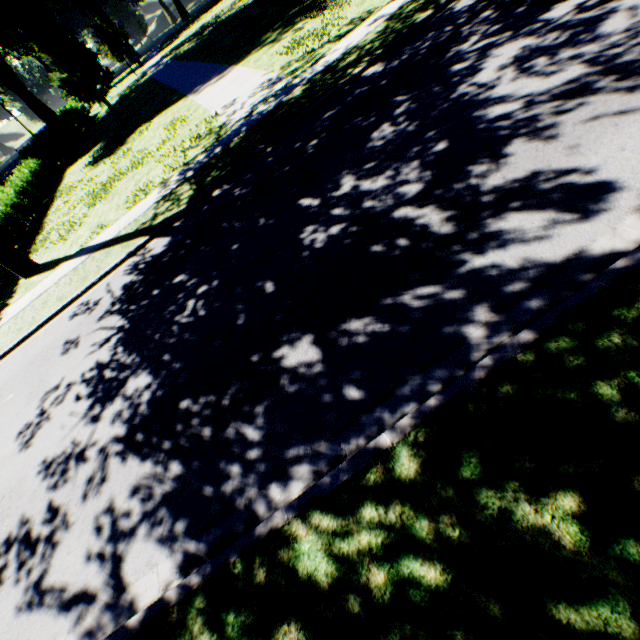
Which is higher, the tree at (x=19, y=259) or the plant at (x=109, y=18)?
the plant at (x=109, y=18)

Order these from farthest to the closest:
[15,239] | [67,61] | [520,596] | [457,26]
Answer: [67,61]
[15,239]
[457,26]
[520,596]

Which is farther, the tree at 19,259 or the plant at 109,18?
the plant at 109,18

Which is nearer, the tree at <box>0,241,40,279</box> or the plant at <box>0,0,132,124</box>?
the tree at <box>0,241,40,279</box>

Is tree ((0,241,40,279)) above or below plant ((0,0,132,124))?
below
